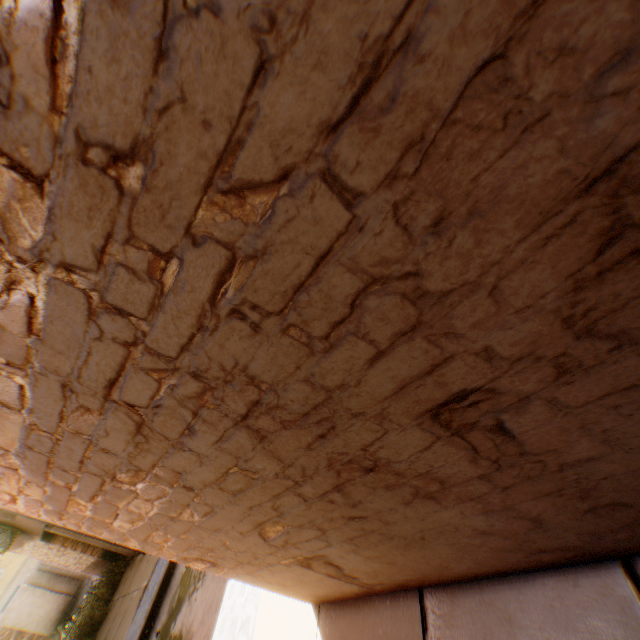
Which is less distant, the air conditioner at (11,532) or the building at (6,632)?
the building at (6,632)

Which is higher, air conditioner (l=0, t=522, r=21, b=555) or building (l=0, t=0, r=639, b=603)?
air conditioner (l=0, t=522, r=21, b=555)

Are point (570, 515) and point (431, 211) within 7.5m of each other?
yes

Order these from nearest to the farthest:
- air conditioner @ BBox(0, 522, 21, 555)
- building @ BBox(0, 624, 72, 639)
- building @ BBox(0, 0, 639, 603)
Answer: building @ BBox(0, 0, 639, 603) < building @ BBox(0, 624, 72, 639) < air conditioner @ BBox(0, 522, 21, 555)

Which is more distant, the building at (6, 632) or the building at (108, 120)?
the building at (6, 632)

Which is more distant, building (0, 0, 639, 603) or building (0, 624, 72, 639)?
building (0, 624, 72, 639)

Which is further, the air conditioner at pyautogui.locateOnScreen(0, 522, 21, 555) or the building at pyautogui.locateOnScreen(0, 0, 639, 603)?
the air conditioner at pyautogui.locateOnScreen(0, 522, 21, 555)
